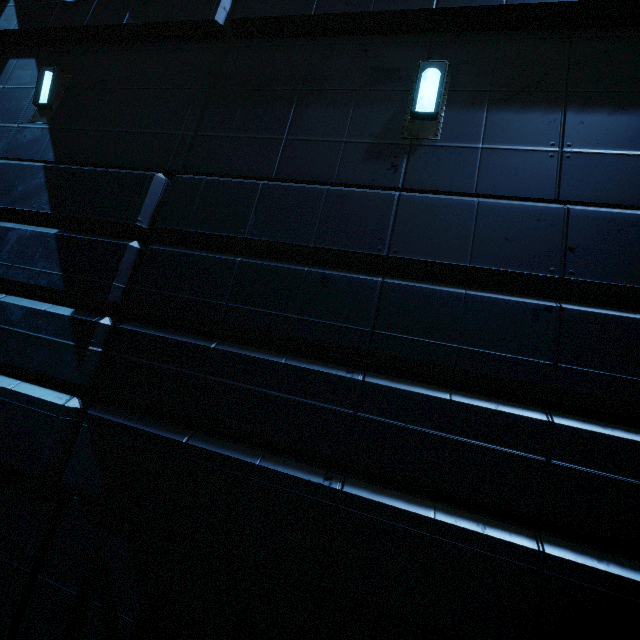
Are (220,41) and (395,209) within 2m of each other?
no
